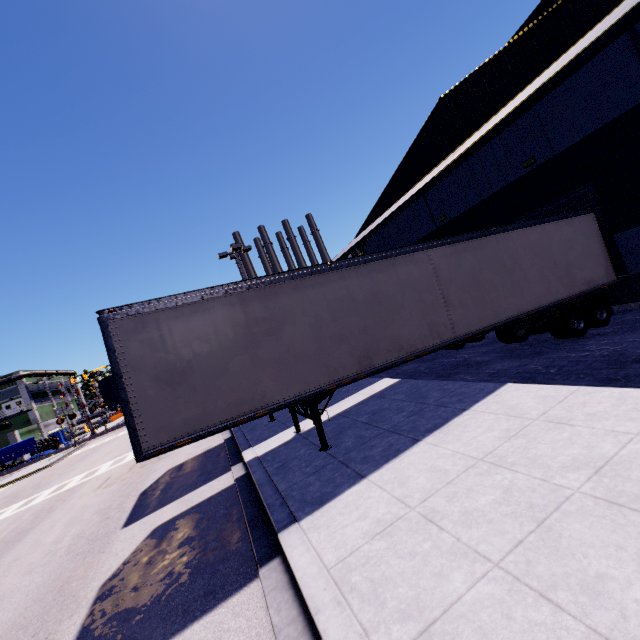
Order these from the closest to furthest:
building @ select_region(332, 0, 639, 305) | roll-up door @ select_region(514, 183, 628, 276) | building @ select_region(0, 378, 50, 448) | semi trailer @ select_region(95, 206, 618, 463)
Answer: semi trailer @ select_region(95, 206, 618, 463)
building @ select_region(332, 0, 639, 305)
roll-up door @ select_region(514, 183, 628, 276)
building @ select_region(0, 378, 50, 448)

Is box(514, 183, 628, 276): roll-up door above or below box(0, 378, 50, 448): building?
below

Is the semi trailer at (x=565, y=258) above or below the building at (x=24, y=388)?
below

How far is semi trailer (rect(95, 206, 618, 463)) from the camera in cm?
603

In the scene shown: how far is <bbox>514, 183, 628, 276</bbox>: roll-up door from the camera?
11.2 meters

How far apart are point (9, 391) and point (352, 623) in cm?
7725

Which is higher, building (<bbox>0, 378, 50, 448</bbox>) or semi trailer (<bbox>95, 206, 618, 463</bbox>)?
building (<bbox>0, 378, 50, 448</bbox>)

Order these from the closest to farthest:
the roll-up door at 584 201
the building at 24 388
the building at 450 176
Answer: the building at 450 176, the roll-up door at 584 201, the building at 24 388
